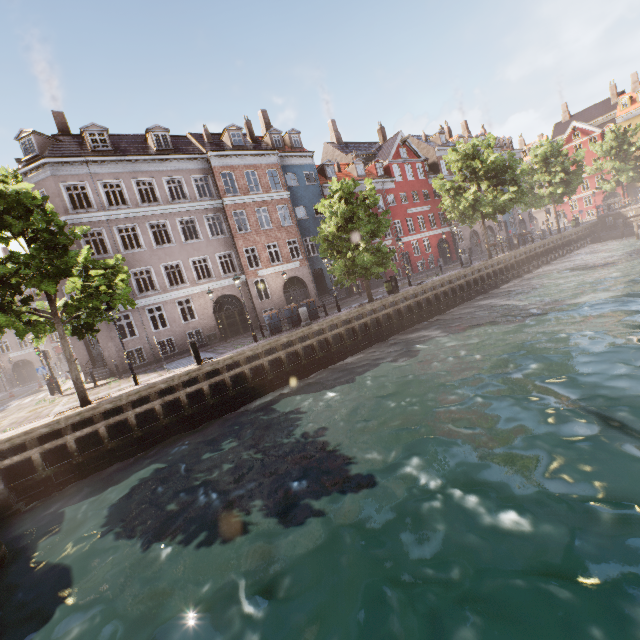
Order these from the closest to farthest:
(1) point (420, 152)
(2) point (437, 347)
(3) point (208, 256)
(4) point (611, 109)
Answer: (2) point (437, 347)
(3) point (208, 256)
(1) point (420, 152)
(4) point (611, 109)

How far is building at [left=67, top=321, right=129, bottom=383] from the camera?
20.92m

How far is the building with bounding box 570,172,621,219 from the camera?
52.50m

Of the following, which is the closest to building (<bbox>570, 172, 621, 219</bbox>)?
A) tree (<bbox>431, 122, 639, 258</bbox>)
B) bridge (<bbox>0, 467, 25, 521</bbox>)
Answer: tree (<bbox>431, 122, 639, 258</bbox>)

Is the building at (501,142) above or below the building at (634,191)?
above

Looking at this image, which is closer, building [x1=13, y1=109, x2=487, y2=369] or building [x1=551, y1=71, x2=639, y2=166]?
building [x1=13, y1=109, x2=487, y2=369]

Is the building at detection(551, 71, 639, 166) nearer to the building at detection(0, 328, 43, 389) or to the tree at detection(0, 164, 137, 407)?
the tree at detection(0, 164, 137, 407)

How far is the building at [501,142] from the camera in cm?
4716
